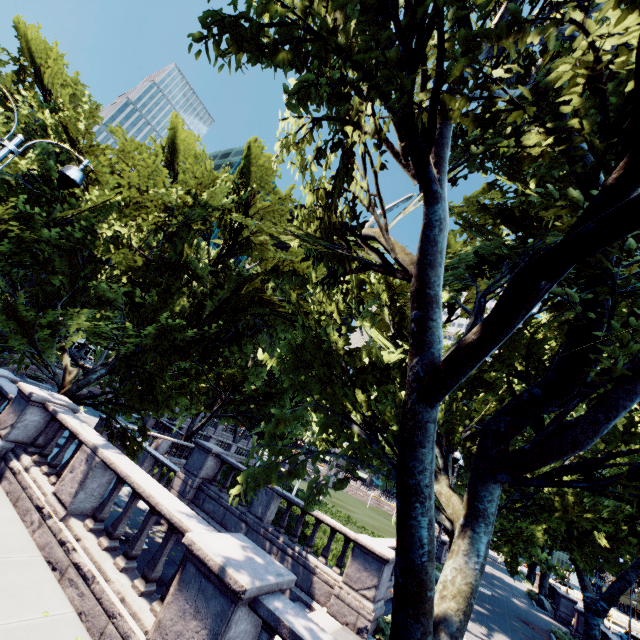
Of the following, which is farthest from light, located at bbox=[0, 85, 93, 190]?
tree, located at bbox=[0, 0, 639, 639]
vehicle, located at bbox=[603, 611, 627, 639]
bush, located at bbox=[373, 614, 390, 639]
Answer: vehicle, located at bbox=[603, 611, 627, 639]

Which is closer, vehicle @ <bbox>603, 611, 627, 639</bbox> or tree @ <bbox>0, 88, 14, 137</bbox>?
tree @ <bbox>0, 88, 14, 137</bbox>

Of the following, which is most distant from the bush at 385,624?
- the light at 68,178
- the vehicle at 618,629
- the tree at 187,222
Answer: the vehicle at 618,629

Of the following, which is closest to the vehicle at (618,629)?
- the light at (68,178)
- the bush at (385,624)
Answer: the bush at (385,624)

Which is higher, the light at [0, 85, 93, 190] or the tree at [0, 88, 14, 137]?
the tree at [0, 88, 14, 137]

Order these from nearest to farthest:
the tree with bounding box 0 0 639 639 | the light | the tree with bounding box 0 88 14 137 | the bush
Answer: the tree with bounding box 0 0 639 639, the light, the bush, the tree with bounding box 0 88 14 137

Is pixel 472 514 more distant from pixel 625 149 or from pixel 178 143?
pixel 178 143

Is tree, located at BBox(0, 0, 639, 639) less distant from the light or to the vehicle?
the light
